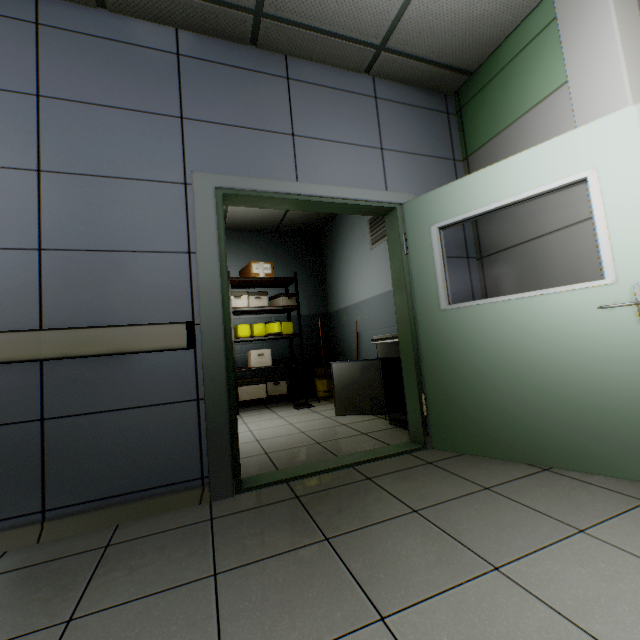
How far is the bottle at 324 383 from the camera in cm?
534

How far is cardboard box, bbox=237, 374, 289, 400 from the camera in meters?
5.1 m

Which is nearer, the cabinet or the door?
the door

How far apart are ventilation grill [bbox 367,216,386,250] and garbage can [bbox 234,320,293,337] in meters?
1.9 m

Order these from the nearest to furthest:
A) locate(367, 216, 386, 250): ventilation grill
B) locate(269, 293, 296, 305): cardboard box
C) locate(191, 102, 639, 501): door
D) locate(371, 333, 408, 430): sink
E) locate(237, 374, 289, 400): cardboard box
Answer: locate(191, 102, 639, 501): door
locate(371, 333, 408, 430): sink
locate(367, 216, 386, 250): ventilation grill
locate(237, 374, 289, 400): cardboard box
locate(269, 293, 296, 305): cardboard box

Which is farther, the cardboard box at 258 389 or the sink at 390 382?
the cardboard box at 258 389

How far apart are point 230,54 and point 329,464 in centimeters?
320cm

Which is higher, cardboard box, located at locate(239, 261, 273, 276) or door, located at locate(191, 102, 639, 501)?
cardboard box, located at locate(239, 261, 273, 276)
